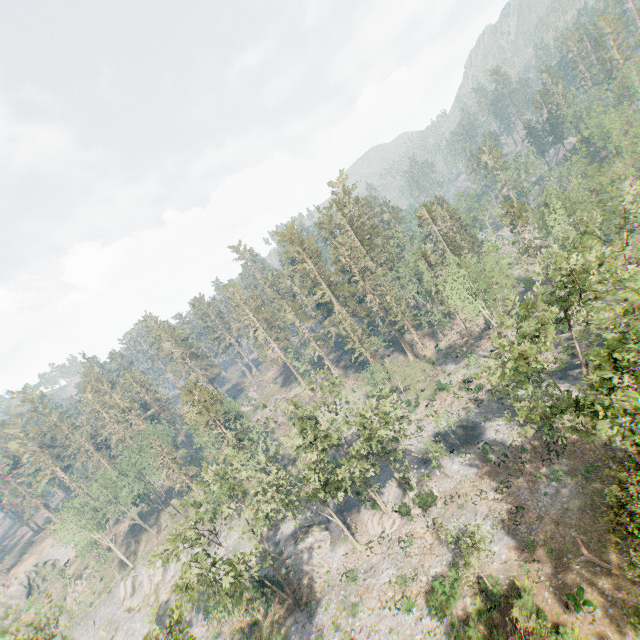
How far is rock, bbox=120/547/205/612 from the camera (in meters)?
52.31

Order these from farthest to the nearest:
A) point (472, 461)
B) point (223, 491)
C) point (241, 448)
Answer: point (241, 448), point (472, 461), point (223, 491)

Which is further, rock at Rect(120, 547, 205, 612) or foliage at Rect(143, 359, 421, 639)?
rock at Rect(120, 547, 205, 612)

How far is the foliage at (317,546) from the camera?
40.8 meters

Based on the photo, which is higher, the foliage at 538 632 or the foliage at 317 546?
the foliage at 538 632

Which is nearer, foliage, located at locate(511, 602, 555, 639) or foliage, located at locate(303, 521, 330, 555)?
foliage, located at locate(511, 602, 555, 639)

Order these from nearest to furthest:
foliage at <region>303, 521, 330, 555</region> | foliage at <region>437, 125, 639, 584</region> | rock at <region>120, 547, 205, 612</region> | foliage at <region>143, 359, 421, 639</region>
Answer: foliage at <region>437, 125, 639, 584</region>
foliage at <region>143, 359, 421, 639</region>
foliage at <region>303, 521, 330, 555</region>
rock at <region>120, 547, 205, 612</region>
